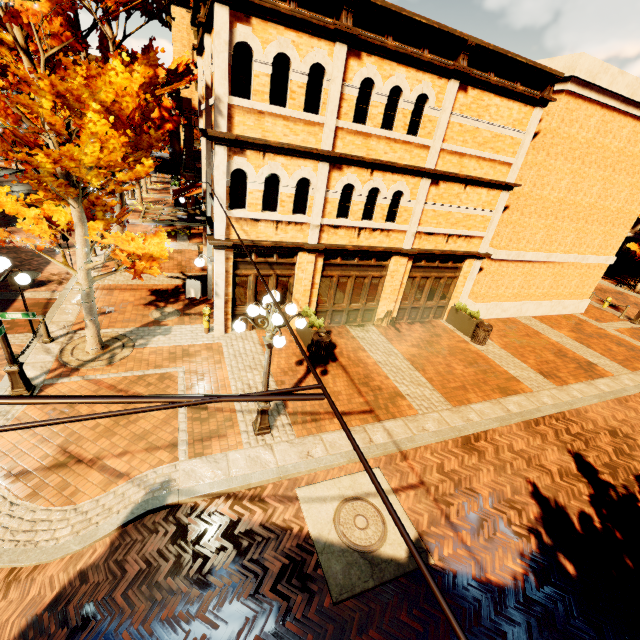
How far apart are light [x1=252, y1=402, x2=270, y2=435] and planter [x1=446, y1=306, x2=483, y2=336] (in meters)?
9.68

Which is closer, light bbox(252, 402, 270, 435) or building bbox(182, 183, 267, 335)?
light bbox(252, 402, 270, 435)

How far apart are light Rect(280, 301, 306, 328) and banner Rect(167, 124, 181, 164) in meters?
19.4

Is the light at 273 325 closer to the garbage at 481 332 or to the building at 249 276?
the building at 249 276

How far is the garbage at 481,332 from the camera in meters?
13.2

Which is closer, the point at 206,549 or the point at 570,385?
the point at 206,549

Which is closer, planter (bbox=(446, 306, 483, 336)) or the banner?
planter (bbox=(446, 306, 483, 336))

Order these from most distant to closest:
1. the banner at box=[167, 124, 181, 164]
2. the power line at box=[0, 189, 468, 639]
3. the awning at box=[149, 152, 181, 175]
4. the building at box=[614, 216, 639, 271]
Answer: the building at box=[614, 216, 639, 271], the awning at box=[149, 152, 181, 175], the banner at box=[167, 124, 181, 164], the power line at box=[0, 189, 468, 639]
